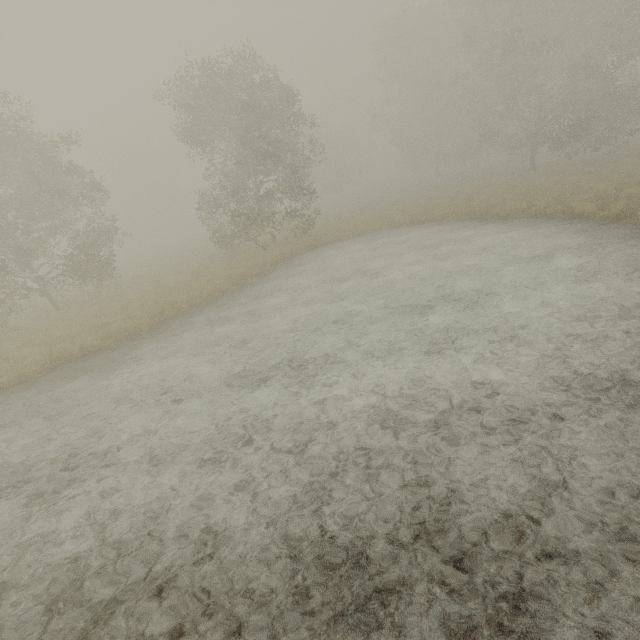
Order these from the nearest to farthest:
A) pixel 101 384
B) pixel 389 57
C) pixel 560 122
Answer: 1. pixel 101 384
2. pixel 560 122
3. pixel 389 57
